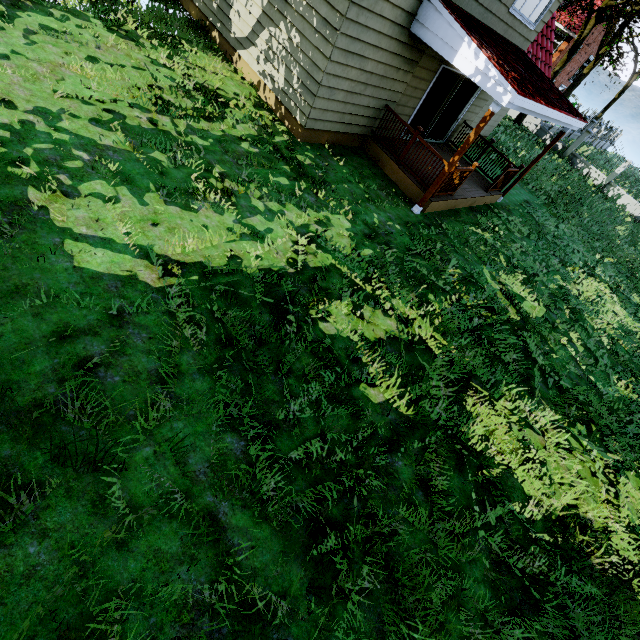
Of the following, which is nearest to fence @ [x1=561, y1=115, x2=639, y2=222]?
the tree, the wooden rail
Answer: the tree

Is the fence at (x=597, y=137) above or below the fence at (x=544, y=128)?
above

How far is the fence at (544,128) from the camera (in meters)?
23.52

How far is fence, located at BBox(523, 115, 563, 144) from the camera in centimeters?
2352cm

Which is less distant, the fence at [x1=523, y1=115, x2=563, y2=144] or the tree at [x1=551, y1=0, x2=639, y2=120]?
the tree at [x1=551, y1=0, x2=639, y2=120]

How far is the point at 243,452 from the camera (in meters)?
3.56

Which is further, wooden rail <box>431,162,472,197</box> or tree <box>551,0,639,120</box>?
tree <box>551,0,639,120</box>

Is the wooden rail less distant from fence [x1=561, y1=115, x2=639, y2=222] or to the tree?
the tree
